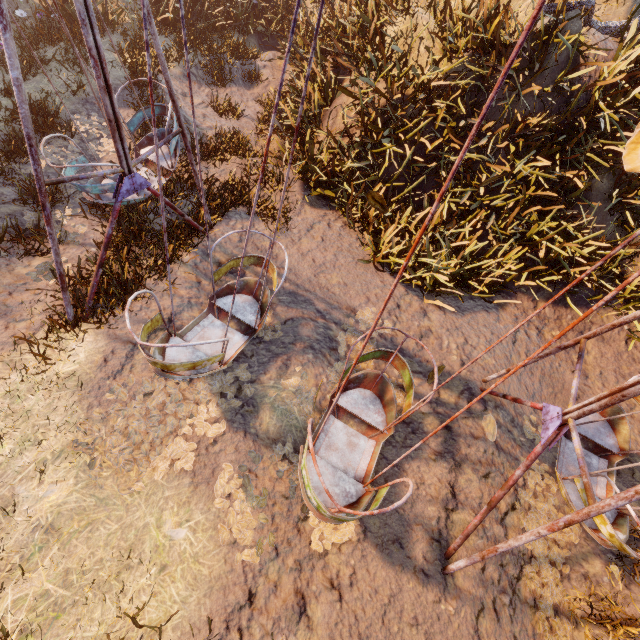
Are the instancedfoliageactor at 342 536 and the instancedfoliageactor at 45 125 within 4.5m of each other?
no

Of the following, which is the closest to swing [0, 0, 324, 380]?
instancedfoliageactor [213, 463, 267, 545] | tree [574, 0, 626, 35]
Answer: instancedfoliageactor [213, 463, 267, 545]

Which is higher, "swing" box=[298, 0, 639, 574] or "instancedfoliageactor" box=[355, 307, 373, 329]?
"swing" box=[298, 0, 639, 574]

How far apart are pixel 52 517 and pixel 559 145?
10.3 meters

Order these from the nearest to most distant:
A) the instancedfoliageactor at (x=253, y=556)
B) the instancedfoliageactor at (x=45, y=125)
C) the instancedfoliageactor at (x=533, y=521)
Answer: the instancedfoliageactor at (x=253, y=556) → the instancedfoliageactor at (x=533, y=521) → the instancedfoliageactor at (x=45, y=125)

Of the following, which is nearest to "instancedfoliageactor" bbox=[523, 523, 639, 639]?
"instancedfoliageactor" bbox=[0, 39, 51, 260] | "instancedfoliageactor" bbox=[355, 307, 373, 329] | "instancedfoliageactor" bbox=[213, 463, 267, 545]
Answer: "instancedfoliageactor" bbox=[355, 307, 373, 329]

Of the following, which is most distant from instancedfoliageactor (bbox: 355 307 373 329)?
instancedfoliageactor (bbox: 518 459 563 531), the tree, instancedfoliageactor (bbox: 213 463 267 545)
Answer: the tree
